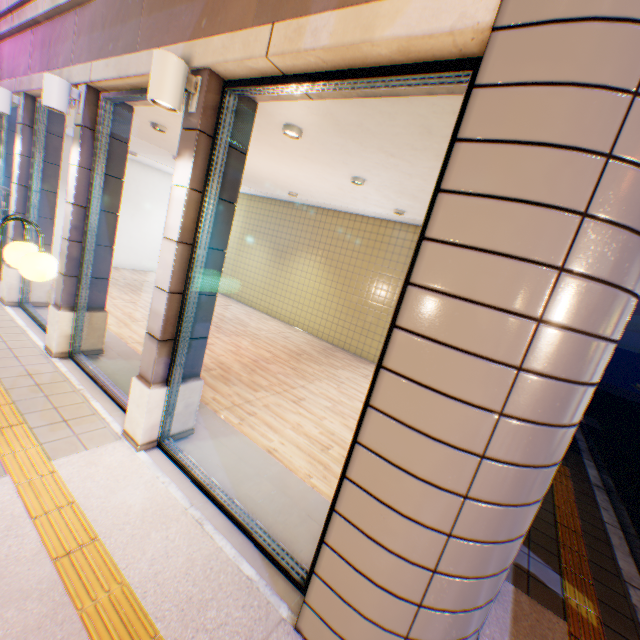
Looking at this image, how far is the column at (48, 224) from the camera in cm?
655

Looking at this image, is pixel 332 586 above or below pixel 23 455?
above

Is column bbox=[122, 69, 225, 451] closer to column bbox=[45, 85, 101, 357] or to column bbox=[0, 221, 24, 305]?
column bbox=[45, 85, 101, 357]

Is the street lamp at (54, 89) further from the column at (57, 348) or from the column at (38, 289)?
the column at (38, 289)

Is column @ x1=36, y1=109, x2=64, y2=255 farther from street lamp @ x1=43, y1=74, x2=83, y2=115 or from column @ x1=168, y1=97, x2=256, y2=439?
column @ x1=168, y1=97, x2=256, y2=439

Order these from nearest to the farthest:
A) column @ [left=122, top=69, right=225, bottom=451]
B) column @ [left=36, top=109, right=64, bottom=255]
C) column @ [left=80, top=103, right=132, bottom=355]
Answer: column @ [left=122, top=69, right=225, bottom=451]
column @ [left=80, top=103, right=132, bottom=355]
column @ [left=36, top=109, right=64, bottom=255]

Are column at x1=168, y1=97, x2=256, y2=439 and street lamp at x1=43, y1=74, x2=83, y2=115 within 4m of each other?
yes

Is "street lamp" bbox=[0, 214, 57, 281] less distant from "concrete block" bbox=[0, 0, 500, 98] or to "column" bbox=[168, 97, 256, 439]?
"column" bbox=[168, 97, 256, 439]
